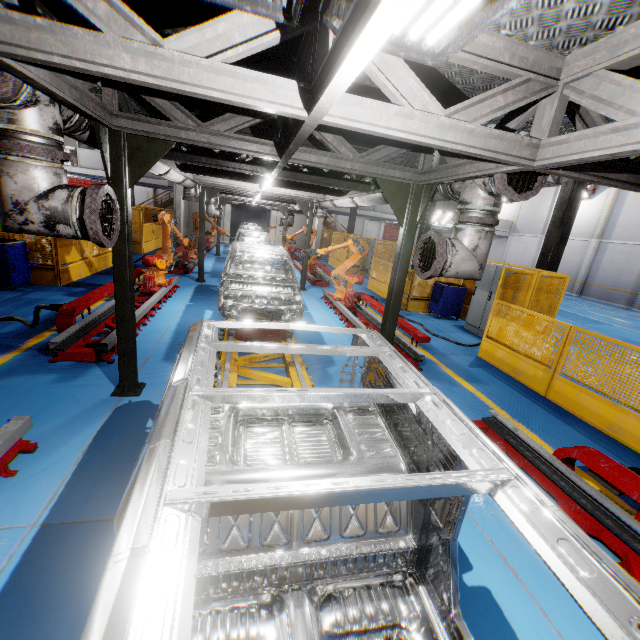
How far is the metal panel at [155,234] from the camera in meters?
16.1

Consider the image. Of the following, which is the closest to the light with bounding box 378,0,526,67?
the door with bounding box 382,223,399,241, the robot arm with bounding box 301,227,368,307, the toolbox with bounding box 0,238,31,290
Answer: the robot arm with bounding box 301,227,368,307

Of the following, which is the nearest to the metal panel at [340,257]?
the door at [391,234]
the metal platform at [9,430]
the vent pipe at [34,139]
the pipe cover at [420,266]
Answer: the metal platform at [9,430]

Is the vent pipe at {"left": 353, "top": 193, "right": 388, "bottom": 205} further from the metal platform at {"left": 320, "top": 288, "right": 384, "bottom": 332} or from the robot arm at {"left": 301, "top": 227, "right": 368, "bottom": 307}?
the metal platform at {"left": 320, "top": 288, "right": 384, "bottom": 332}

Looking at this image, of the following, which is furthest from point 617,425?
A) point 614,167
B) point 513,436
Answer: point 614,167

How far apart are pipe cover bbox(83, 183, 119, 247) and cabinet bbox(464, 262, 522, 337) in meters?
8.9 m

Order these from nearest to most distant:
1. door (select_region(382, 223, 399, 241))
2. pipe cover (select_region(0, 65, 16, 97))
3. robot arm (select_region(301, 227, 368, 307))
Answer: pipe cover (select_region(0, 65, 16, 97)) → robot arm (select_region(301, 227, 368, 307)) → door (select_region(382, 223, 399, 241))

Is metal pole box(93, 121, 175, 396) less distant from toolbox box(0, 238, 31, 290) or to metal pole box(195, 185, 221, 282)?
toolbox box(0, 238, 31, 290)
